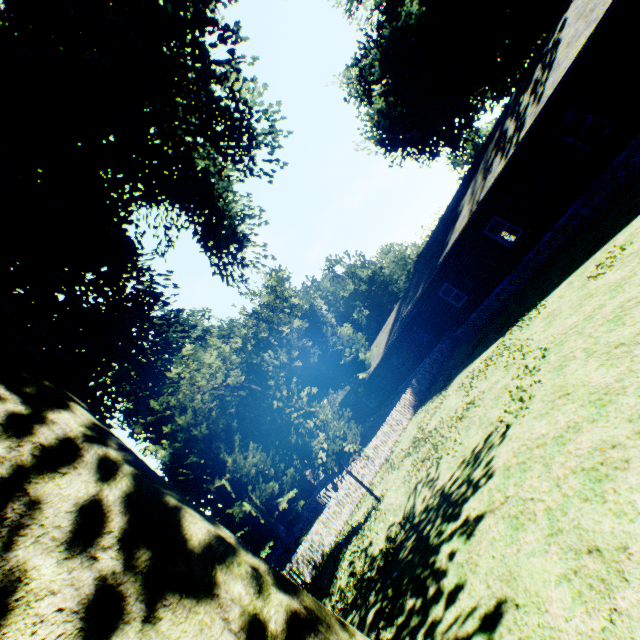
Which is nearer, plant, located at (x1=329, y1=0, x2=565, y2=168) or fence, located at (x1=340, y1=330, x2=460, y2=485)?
fence, located at (x1=340, y1=330, x2=460, y2=485)

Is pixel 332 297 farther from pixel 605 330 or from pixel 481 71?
pixel 605 330

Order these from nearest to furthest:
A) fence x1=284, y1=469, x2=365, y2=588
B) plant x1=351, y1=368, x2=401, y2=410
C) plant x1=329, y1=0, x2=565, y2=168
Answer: fence x1=284, y1=469, x2=365, y2=588
plant x1=329, y1=0, x2=565, y2=168
plant x1=351, y1=368, x2=401, y2=410

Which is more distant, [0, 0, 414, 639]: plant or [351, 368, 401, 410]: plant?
[351, 368, 401, 410]: plant

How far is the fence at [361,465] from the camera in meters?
Result: 18.9 m

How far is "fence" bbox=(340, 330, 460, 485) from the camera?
18.9m

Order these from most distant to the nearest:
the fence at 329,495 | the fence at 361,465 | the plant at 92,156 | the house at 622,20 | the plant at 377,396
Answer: the plant at 377,396 → the fence at 361,465 → the fence at 329,495 → the house at 622,20 → the plant at 92,156
